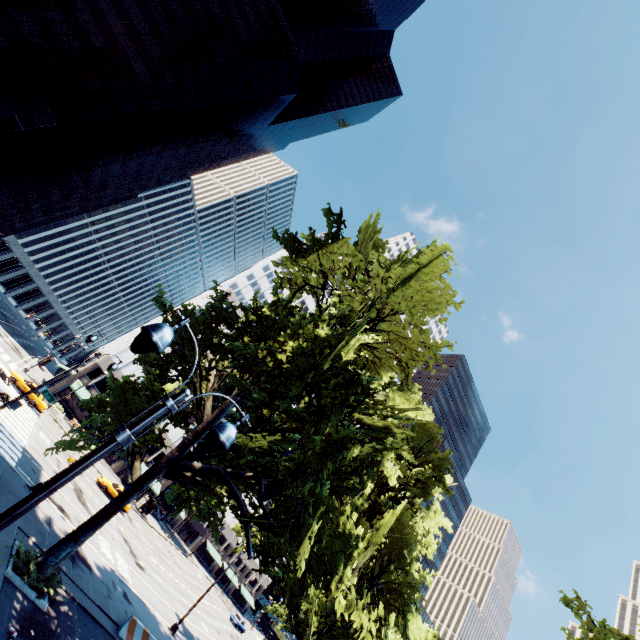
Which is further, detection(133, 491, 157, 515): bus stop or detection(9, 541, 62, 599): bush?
detection(133, 491, 157, 515): bus stop

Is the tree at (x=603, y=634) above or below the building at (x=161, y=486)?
above

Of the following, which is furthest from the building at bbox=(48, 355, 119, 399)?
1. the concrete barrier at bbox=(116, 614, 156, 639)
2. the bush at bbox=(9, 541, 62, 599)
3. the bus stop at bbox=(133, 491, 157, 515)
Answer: the bush at bbox=(9, 541, 62, 599)

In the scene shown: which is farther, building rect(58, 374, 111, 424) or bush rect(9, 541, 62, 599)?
building rect(58, 374, 111, 424)

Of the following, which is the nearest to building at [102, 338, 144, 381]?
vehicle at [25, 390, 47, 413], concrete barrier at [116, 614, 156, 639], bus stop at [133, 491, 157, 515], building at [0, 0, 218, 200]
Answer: bus stop at [133, 491, 157, 515]

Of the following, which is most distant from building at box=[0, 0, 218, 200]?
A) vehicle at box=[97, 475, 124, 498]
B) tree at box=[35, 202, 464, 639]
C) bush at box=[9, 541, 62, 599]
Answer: bush at box=[9, 541, 62, 599]

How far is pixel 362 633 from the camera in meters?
8.7 m

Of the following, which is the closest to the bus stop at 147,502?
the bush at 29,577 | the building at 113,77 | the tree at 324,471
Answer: the tree at 324,471
